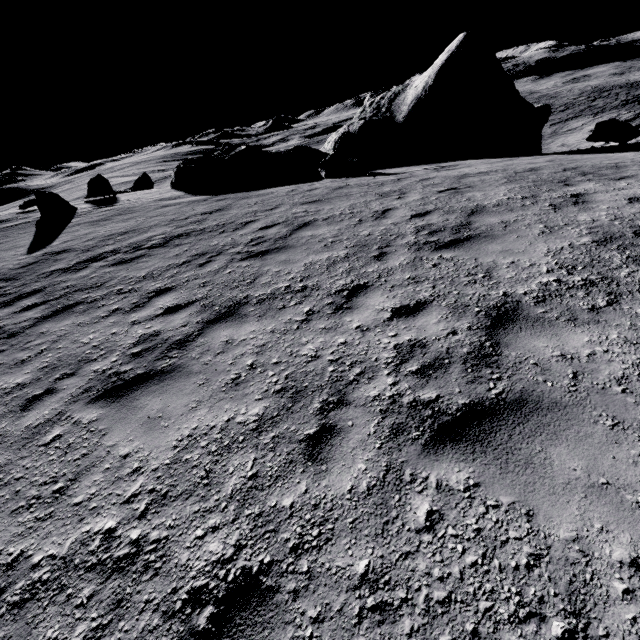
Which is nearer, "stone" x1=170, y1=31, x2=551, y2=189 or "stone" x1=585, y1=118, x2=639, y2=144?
"stone" x1=585, y1=118, x2=639, y2=144

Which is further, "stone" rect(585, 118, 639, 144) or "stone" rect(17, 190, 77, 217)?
"stone" rect(17, 190, 77, 217)

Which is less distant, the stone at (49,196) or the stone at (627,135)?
the stone at (627,135)

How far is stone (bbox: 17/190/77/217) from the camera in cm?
1577

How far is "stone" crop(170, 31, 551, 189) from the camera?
16.0m

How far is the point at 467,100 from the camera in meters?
17.2 m

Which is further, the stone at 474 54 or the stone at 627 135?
the stone at 474 54

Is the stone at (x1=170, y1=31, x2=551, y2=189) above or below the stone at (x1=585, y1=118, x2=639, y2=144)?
above
